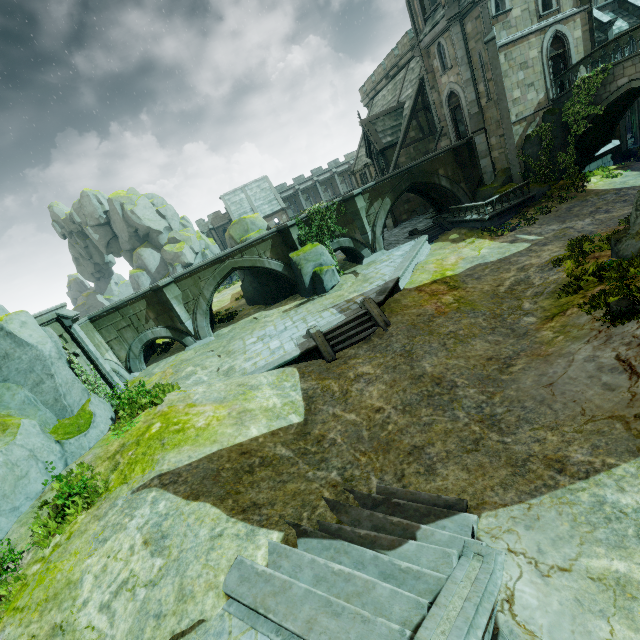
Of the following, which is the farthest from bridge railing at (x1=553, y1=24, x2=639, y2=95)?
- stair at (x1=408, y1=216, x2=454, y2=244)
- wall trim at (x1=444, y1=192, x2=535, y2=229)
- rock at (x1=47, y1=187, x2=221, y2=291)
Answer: rock at (x1=47, y1=187, x2=221, y2=291)

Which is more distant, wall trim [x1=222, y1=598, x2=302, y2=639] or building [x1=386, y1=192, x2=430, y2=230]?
building [x1=386, y1=192, x2=430, y2=230]

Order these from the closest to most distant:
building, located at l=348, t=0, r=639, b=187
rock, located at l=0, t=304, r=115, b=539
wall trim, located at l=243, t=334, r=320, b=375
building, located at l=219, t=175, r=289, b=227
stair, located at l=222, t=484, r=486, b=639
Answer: stair, located at l=222, t=484, r=486, b=639 < rock, located at l=0, t=304, r=115, b=539 < wall trim, located at l=243, t=334, r=320, b=375 < building, located at l=348, t=0, r=639, b=187 < building, located at l=219, t=175, r=289, b=227

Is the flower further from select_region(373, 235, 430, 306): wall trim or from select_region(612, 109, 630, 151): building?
select_region(612, 109, 630, 151): building

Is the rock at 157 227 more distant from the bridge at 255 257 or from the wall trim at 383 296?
the wall trim at 383 296

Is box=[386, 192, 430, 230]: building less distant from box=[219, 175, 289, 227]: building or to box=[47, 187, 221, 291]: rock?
box=[219, 175, 289, 227]: building

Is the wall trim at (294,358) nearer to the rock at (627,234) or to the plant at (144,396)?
the plant at (144,396)

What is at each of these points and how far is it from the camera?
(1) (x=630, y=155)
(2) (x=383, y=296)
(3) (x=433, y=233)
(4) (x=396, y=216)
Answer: (1) plant, 23.30m
(2) wall trim, 16.19m
(3) stair, 25.34m
(4) building, 32.22m
